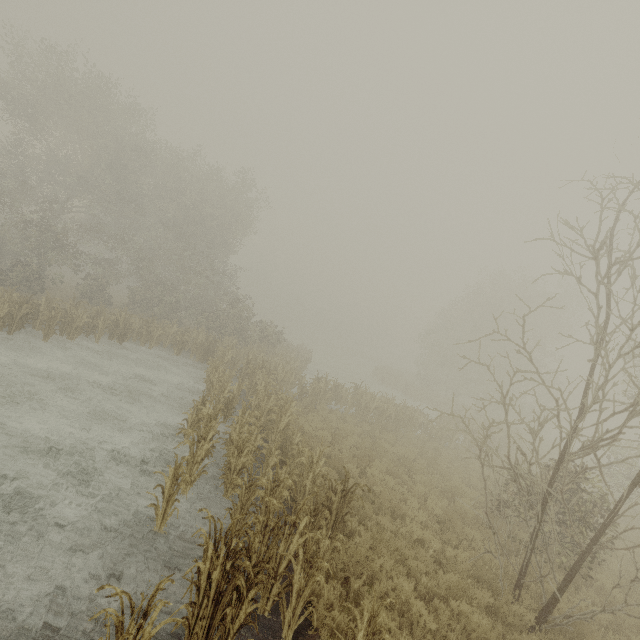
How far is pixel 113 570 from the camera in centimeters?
523cm
